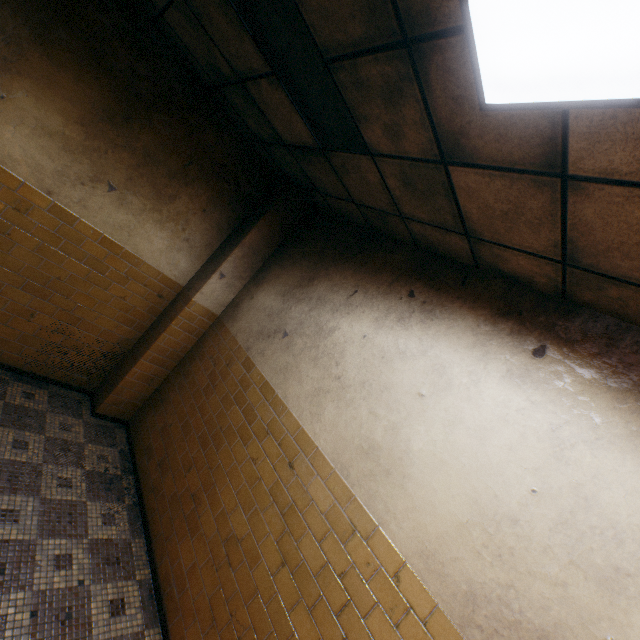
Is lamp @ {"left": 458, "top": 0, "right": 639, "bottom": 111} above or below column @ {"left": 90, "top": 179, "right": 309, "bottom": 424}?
above

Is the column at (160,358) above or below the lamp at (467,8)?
below

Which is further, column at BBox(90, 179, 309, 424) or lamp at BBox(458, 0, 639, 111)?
column at BBox(90, 179, 309, 424)

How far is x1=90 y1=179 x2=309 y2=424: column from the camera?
4.2 meters

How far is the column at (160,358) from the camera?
4.22m

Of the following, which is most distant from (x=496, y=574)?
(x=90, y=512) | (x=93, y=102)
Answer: (x=93, y=102)
